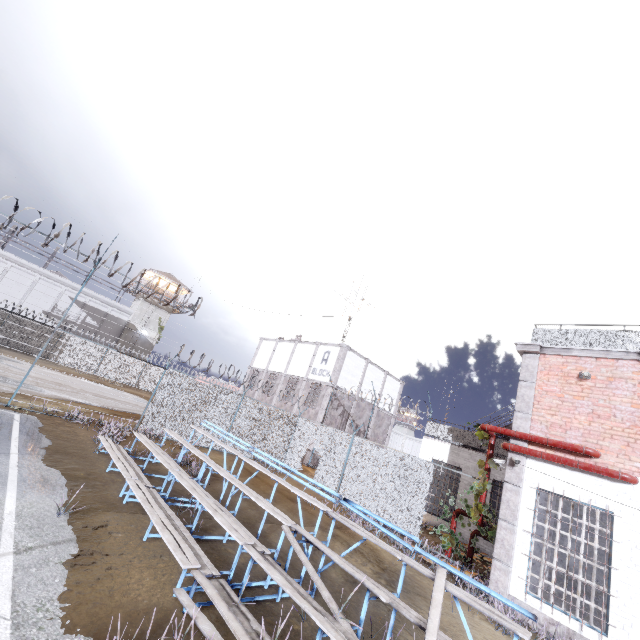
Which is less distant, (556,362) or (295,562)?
(295,562)

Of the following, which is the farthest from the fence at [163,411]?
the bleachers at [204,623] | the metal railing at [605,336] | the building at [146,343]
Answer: the bleachers at [204,623]

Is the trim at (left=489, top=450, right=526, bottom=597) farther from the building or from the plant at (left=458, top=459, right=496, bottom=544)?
the building

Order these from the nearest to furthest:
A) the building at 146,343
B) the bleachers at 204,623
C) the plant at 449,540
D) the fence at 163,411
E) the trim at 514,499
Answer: the bleachers at 204,623 → the trim at 514,499 → the plant at 449,540 → the fence at 163,411 → the building at 146,343

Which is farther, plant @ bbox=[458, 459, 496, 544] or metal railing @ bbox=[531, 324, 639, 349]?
plant @ bbox=[458, 459, 496, 544]

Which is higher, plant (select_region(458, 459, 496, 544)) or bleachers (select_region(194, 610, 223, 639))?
plant (select_region(458, 459, 496, 544))

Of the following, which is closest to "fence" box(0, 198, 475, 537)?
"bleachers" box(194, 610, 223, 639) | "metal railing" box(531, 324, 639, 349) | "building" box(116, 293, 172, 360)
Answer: "metal railing" box(531, 324, 639, 349)

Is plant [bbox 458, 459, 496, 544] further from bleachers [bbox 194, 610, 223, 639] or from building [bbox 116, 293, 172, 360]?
building [bbox 116, 293, 172, 360]
